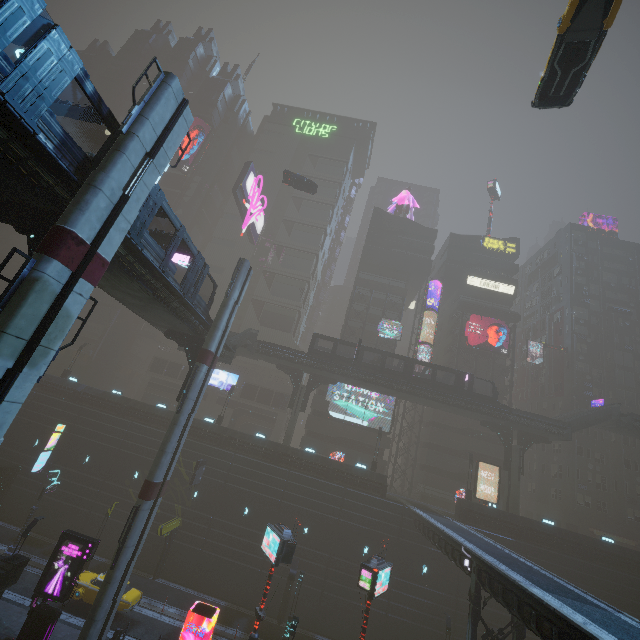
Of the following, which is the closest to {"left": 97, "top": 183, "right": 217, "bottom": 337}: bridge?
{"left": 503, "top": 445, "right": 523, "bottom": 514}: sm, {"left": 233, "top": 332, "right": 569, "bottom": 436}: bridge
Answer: {"left": 233, "top": 332, "right": 569, "bottom": 436}: bridge

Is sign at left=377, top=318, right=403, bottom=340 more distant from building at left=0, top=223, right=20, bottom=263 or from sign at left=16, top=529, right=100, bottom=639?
sign at left=16, top=529, right=100, bottom=639

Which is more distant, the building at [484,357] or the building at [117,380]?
the building at [484,357]

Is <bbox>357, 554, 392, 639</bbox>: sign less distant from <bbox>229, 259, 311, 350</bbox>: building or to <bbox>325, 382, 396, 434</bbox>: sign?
<bbox>229, 259, 311, 350</bbox>: building

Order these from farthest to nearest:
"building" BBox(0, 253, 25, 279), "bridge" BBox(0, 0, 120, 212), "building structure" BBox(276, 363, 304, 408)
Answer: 1. "building" BBox(0, 253, 25, 279)
2. "building structure" BBox(276, 363, 304, 408)
3. "bridge" BBox(0, 0, 120, 212)

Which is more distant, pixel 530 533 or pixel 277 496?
pixel 277 496

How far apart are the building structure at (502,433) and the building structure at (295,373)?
22.2m

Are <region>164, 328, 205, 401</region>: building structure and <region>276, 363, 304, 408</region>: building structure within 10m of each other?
no
